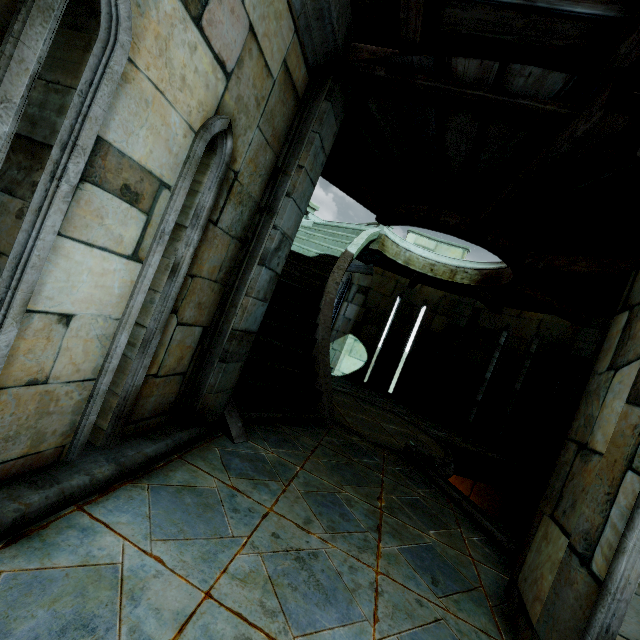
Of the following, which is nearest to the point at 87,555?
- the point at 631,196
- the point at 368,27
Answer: the point at 368,27
